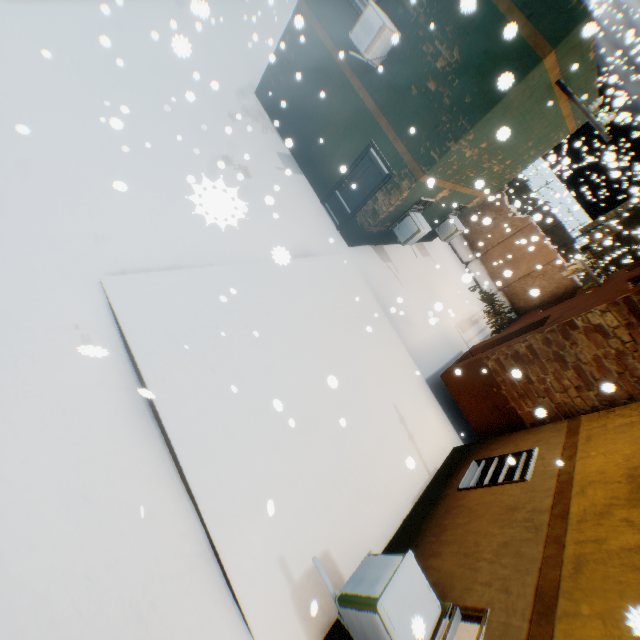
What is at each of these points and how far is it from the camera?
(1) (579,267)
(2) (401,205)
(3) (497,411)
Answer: (1) clothesline, 10.18m
(2) building, 9.60m
(3) building, 8.38m

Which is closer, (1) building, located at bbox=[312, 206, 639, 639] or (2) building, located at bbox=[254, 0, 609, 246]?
(1) building, located at bbox=[312, 206, 639, 639]

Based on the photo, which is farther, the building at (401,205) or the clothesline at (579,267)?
the clothesline at (579,267)

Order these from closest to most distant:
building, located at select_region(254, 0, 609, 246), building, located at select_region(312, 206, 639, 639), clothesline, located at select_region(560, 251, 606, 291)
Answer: building, located at select_region(312, 206, 639, 639), building, located at select_region(254, 0, 609, 246), clothesline, located at select_region(560, 251, 606, 291)

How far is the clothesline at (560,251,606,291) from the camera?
9.53m

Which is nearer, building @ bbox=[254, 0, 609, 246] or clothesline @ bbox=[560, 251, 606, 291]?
building @ bbox=[254, 0, 609, 246]

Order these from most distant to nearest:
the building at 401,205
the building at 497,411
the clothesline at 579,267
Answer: the clothesline at 579,267 < the building at 401,205 < the building at 497,411
